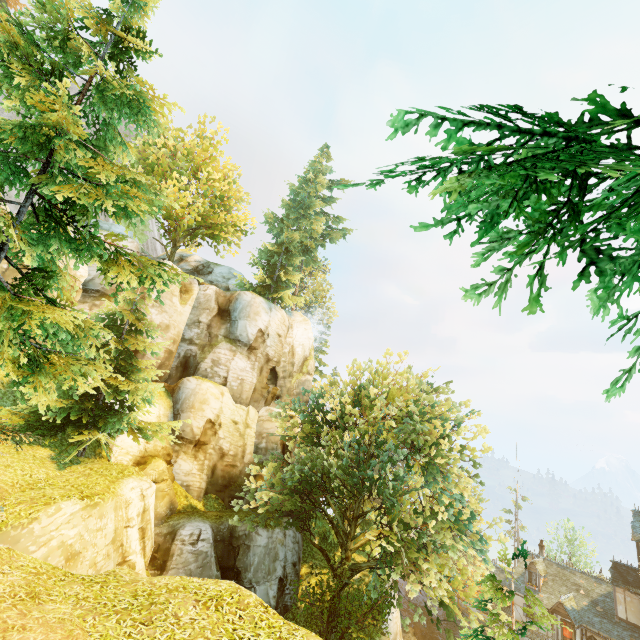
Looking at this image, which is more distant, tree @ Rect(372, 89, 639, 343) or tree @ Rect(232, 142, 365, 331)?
tree @ Rect(232, 142, 365, 331)

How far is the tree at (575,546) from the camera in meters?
44.7

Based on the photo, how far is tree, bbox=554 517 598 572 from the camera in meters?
44.7 m

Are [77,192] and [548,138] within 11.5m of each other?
yes

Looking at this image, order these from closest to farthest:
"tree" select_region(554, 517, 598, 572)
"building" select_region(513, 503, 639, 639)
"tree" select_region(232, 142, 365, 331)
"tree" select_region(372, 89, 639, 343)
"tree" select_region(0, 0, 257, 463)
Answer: "tree" select_region(372, 89, 639, 343) < "tree" select_region(0, 0, 257, 463) < "building" select_region(513, 503, 639, 639) < "tree" select_region(232, 142, 365, 331) < "tree" select_region(554, 517, 598, 572)
